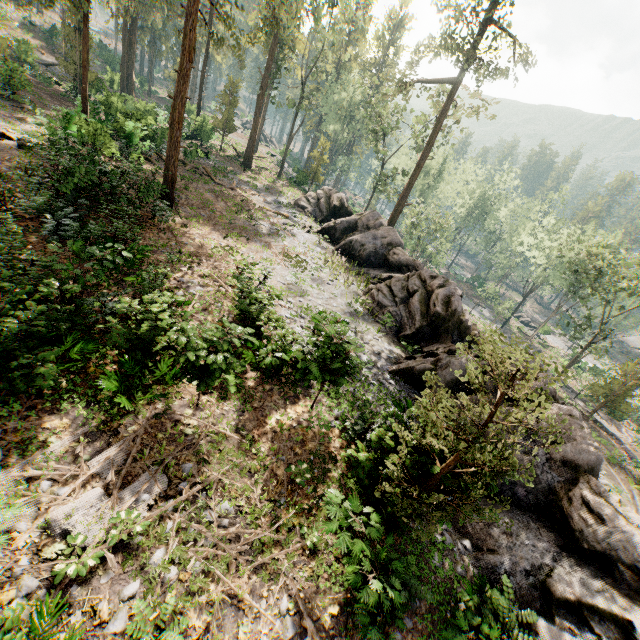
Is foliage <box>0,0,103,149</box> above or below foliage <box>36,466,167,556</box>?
above

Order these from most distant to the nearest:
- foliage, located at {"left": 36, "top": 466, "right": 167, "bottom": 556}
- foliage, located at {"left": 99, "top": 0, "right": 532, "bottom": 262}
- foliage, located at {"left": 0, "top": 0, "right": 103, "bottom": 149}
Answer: foliage, located at {"left": 99, "top": 0, "right": 532, "bottom": 262} < foliage, located at {"left": 0, "top": 0, "right": 103, "bottom": 149} < foliage, located at {"left": 36, "top": 466, "right": 167, "bottom": 556}

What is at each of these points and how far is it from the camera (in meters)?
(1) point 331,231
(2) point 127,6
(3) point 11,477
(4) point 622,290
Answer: (1) rock, 26.39
(2) foliage, 35.03
(3) foliage, 6.17
(4) foliage, 39.88

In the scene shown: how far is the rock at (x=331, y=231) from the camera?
13.5 meters

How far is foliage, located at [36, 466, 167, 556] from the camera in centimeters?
587cm

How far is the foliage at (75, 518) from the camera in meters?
5.9 m

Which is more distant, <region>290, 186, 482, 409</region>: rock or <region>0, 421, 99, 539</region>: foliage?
<region>290, 186, 482, 409</region>: rock
